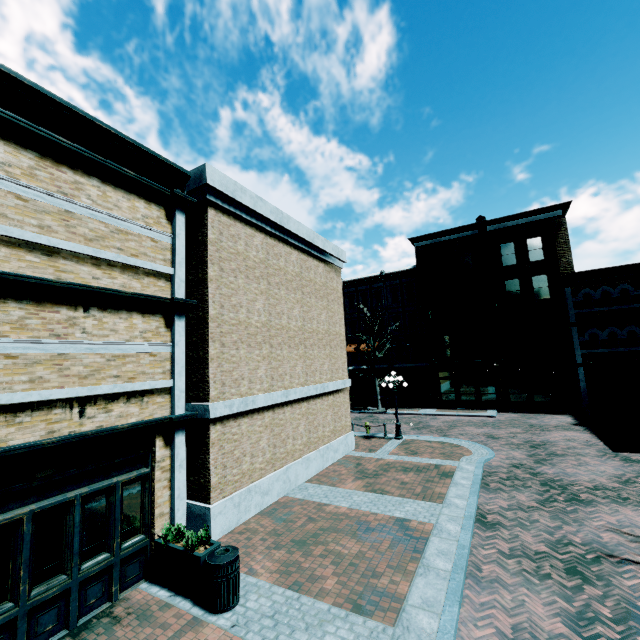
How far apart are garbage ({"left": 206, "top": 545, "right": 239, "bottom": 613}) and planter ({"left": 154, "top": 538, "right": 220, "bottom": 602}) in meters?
0.0

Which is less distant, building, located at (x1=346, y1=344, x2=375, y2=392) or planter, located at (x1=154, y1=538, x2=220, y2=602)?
planter, located at (x1=154, y1=538, x2=220, y2=602)

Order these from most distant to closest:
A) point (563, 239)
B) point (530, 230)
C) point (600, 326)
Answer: point (530, 230) → point (563, 239) → point (600, 326)

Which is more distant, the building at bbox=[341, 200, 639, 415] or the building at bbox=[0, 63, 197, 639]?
the building at bbox=[341, 200, 639, 415]

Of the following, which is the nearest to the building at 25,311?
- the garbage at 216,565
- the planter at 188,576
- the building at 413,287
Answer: the planter at 188,576

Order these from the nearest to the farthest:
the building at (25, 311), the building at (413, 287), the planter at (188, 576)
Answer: the building at (25, 311) → the planter at (188, 576) → the building at (413, 287)

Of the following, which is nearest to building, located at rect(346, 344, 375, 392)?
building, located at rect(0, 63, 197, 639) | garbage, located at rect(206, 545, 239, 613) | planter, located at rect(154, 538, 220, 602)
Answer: building, located at rect(0, 63, 197, 639)

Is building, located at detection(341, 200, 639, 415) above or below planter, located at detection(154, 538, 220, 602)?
above
